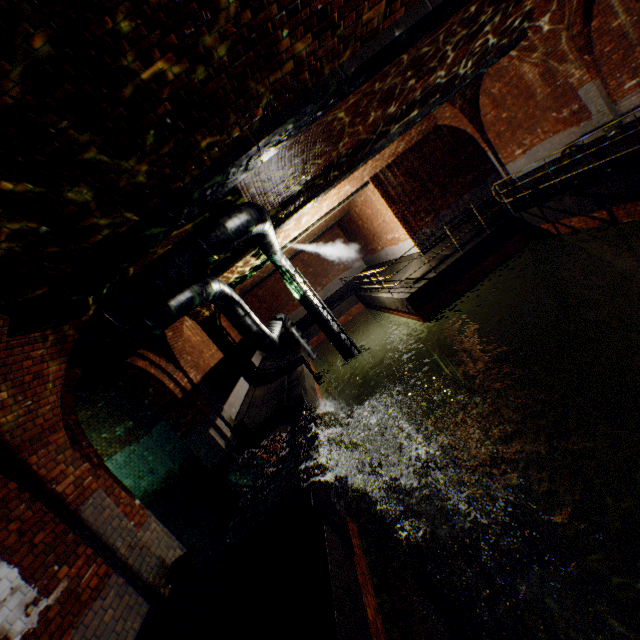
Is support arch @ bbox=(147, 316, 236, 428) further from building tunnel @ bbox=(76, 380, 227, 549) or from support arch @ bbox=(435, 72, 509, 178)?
support arch @ bbox=(435, 72, 509, 178)

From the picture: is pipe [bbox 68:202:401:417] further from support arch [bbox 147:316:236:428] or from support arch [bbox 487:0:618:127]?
support arch [bbox 487:0:618:127]

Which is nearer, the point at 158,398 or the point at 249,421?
the point at 158,398

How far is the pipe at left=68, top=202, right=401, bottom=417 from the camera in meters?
5.4 m

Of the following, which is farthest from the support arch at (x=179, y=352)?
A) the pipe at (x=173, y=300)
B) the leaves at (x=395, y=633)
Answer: the leaves at (x=395, y=633)

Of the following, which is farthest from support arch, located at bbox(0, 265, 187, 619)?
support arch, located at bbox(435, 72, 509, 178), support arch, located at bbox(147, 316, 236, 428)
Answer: support arch, located at bbox(435, 72, 509, 178)

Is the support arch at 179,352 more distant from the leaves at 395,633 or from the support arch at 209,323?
the leaves at 395,633

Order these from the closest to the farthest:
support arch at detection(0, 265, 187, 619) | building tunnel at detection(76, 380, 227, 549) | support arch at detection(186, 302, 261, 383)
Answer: support arch at detection(0, 265, 187, 619) → building tunnel at detection(76, 380, 227, 549) → support arch at detection(186, 302, 261, 383)
